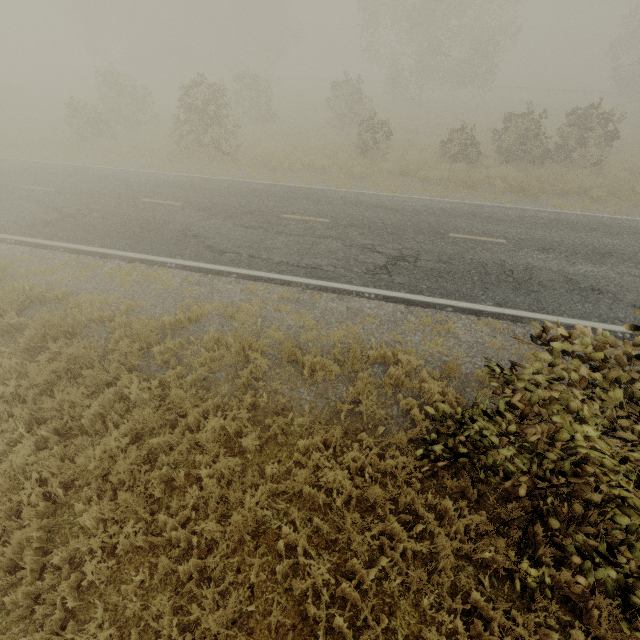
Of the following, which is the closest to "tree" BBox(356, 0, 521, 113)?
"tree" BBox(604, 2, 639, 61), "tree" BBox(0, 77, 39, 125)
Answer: "tree" BBox(604, 2, 639, 61)

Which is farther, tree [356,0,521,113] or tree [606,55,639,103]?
tree [606,55,639,103]

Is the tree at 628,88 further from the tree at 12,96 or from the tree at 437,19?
the tree at 12,96

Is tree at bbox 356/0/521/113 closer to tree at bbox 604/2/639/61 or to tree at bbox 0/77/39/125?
tree at bbox 604/2/639/61

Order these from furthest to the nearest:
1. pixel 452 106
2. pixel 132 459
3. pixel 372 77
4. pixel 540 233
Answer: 1. pixel 372 77
2. pixel 452 106
3. pixel 540 233
4. pixel 132 459

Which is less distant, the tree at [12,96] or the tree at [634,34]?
the tree at [12,96]
